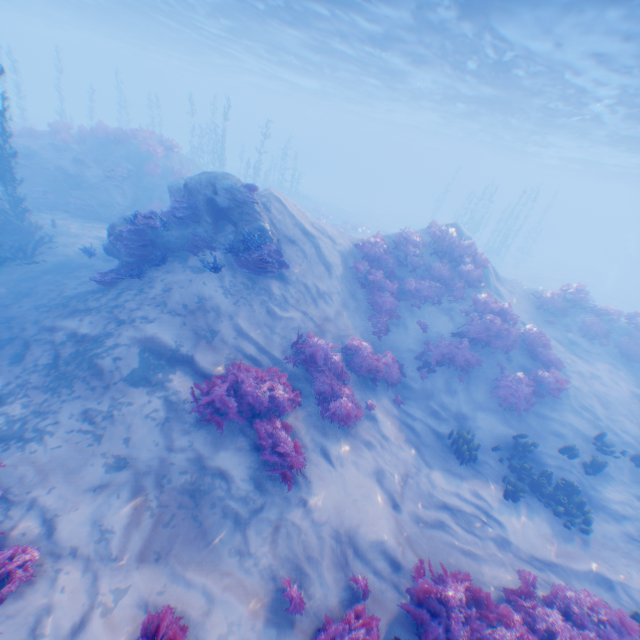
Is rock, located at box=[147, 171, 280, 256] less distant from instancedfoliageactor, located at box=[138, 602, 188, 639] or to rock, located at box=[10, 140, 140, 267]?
instancedfoliageactor, located at box=[138, 602, 188, 639]

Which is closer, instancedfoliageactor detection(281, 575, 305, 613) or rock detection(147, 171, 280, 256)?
instancedfoliageactor detection(281, 575, 305, 613)

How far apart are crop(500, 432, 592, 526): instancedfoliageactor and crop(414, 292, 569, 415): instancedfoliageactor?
3.8m

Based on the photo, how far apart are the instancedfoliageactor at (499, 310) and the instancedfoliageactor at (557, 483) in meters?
3.8 m

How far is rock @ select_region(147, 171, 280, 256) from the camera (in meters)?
10.60

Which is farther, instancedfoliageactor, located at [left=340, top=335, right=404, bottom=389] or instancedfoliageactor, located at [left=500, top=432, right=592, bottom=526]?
instancedfoliageactor, located at [left=340, top=335, right=404, bottom=389]

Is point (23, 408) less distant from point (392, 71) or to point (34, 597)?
point (34, 597)

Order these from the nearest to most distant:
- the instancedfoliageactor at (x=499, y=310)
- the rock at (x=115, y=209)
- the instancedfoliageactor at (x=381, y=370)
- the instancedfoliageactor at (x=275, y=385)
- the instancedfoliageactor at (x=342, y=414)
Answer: the instancedfoliageactor at (x=275, y=385) < the instancedfoliageactor at (x=342, y=414) < the instancedfoliageactor at (x=381, y=370) < the instancedfoliageactor at (x=499, y=310) < the rock at (x=115, y=209)
